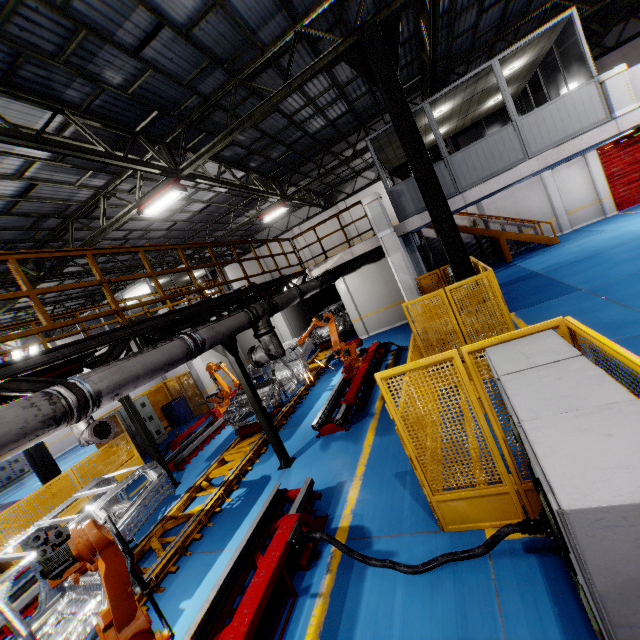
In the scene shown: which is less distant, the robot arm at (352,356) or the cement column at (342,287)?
the robot arm at (352,356)

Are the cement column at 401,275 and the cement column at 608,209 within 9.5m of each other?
no

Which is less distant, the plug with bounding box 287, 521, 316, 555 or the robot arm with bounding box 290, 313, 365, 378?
the plug with bounding box 287, 521, 316, 555

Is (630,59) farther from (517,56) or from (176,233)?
(176,233)

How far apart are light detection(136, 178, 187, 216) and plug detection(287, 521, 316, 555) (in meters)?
8.95

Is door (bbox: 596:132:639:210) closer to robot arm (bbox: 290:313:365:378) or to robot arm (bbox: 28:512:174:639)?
robot arm (bbox: 290:313:365:378)

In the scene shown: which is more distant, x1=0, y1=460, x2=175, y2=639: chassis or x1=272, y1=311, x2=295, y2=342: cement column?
x1=272, y1=311, x2=295, y2=342: cement column

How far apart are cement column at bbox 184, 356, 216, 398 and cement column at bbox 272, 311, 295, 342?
3.21m
